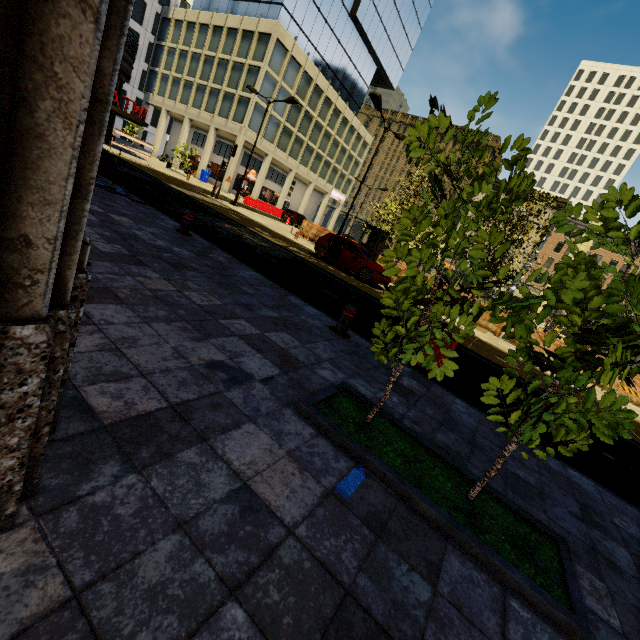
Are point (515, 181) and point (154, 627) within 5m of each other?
yes

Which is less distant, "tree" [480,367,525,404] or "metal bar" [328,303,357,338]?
"tree" [480,367,525,404]

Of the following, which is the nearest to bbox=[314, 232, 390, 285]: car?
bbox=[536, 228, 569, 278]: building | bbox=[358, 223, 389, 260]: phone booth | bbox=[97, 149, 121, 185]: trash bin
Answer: bbox=[358, 223, 389, 260]: phone booth

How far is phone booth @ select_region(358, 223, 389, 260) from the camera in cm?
2050

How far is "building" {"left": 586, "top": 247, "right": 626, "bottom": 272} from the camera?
52.2 meters

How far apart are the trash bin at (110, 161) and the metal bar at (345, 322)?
8.7 meters

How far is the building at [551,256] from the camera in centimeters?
5591cm
